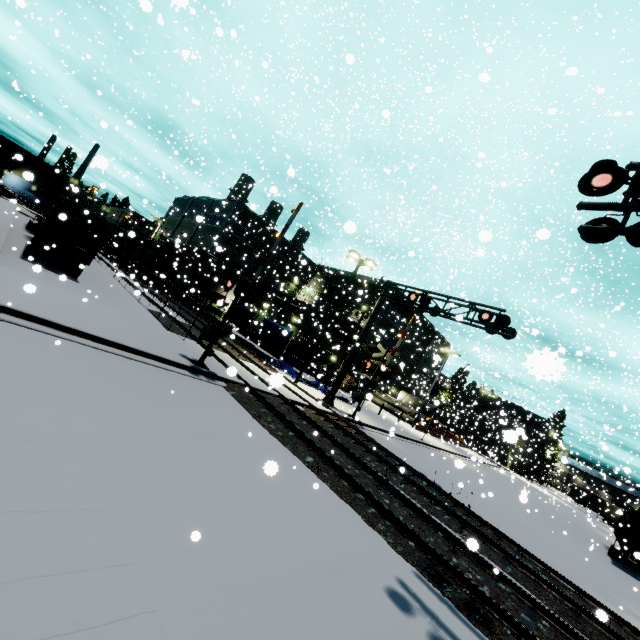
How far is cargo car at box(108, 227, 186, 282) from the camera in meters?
37.1 m

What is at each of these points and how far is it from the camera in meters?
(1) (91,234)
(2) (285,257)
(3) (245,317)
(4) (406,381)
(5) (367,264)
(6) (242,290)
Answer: (1) semi trailer door, 18.5 m
(2) building, 48.7 m
(3) tarp, 29.6 m
(4) building, 50.9 m
(5) light, 22.6 m
(6) railroad crossing gate, 12.2 m

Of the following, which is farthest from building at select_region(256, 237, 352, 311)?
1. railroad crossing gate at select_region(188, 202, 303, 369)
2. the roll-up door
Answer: railroad crossing gate at select_region(188, 202, 303, 369)

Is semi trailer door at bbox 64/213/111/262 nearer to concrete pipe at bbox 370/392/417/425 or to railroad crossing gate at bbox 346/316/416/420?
railroad crossing gate at bbox 346/316/416/420

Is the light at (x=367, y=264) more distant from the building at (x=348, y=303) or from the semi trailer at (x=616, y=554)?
the semi trailer at (x=616, y=554)

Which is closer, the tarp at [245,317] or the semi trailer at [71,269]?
the semi trailer at [71,269]

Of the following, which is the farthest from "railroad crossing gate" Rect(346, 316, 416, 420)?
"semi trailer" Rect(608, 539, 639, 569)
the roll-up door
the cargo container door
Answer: the roll-up door

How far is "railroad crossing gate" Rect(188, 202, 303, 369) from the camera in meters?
12.3
